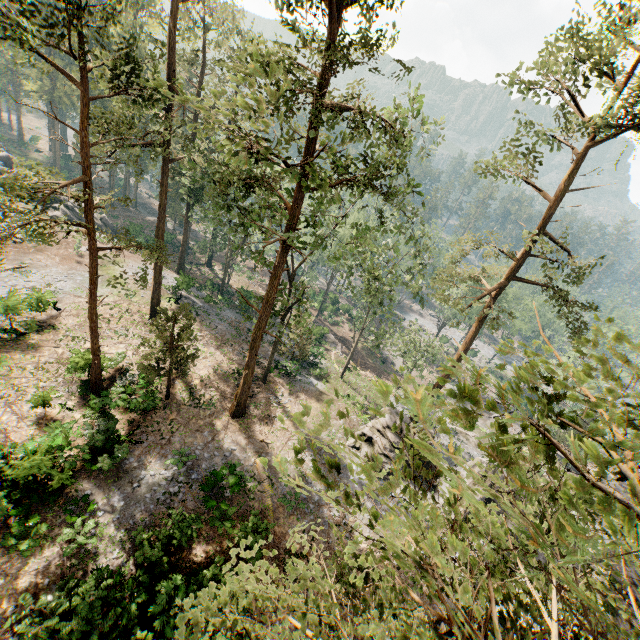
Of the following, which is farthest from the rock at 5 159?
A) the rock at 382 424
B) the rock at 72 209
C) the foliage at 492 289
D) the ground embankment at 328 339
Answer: the rock at 382 424

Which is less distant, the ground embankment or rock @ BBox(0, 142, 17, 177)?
rock @ BBox(0, 142, 17, 177)

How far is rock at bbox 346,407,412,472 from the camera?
23.8m

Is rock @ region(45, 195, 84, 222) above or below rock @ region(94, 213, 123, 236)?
above

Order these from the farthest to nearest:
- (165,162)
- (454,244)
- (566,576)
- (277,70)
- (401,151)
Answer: (454,244) → (165,162) → (401,151) → (277,70) → (566,576)

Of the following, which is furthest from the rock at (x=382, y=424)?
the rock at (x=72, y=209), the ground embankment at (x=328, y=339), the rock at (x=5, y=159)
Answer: the rock at (x=5, y=159)

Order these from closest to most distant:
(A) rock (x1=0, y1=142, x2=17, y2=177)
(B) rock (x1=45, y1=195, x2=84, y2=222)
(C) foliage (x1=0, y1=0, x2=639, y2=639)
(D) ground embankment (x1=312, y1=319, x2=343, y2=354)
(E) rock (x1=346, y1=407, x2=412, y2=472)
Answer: (C) foliage (x1=0, y1=0, x2=639, y2=639) → (E) rock (x1=346, y1=407, x2=412, y2=472) → (B) rock (x1=45, y1=195, x2=84, y2=222) → (A) rock (x1=0, y1=142, x2=17, y2=177) → (D) ground embankment (x1=312, y1=319, x2=343, y2=354)

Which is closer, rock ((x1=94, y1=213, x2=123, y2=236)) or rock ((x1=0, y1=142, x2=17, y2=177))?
rock ((x1=0, y1=142, x2=17, y2=177))
